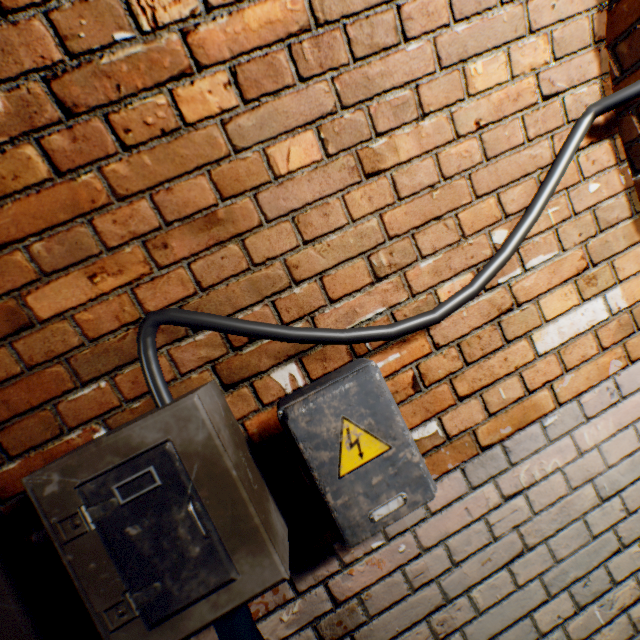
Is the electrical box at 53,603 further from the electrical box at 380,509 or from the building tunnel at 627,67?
the electrical box at 380,509

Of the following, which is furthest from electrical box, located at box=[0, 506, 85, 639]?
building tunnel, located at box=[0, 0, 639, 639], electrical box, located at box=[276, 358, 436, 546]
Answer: electrical box, located at box=[276, 358, 436, 546]

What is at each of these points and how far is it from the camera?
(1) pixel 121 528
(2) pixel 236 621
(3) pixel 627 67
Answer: (1) electrical box, 0.7 meters
(2) cable, 0.8 meters
(3) building tunnel, 1.0 meters

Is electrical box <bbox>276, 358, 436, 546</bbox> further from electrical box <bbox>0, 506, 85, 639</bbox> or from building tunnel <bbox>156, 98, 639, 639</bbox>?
electrical box <bbox>0, 506, 85, 639</bbox>

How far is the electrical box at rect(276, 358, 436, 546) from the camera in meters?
0.8
